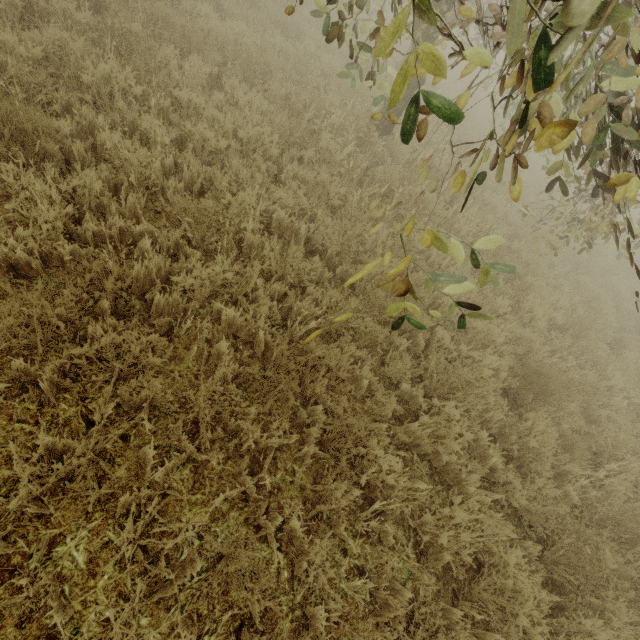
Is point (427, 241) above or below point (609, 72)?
below
